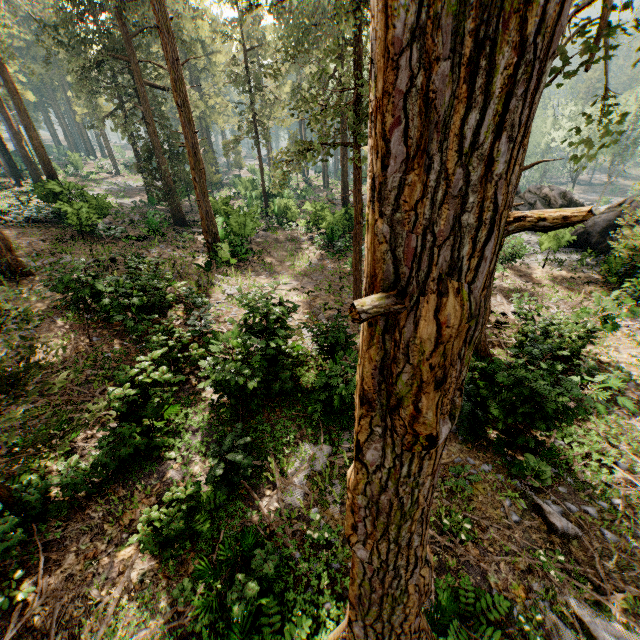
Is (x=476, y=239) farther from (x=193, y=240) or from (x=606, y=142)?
(x=193, y=240)

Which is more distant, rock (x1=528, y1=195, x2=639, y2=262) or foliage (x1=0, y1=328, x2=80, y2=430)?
rock (x1=528, y1=195, x2=639, y2=262)

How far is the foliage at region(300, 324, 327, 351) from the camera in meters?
11.1

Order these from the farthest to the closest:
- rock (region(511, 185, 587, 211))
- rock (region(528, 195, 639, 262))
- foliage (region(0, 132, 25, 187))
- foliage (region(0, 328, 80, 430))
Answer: foliage (region(0, 132, 25, 187)) < rock (region(511, 185, 587, 211)) < rock (region(528, 195, 639, 262)) < foliage (region(0, 328, 80, 430))

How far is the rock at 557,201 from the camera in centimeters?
2548cm

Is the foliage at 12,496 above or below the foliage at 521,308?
above
